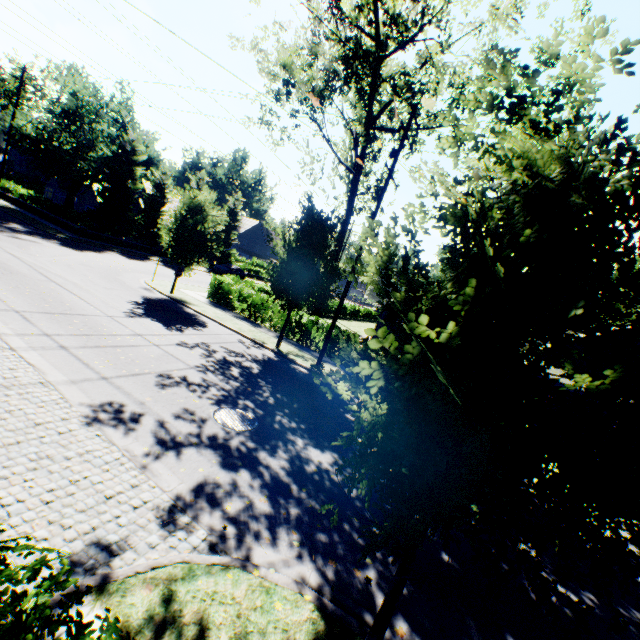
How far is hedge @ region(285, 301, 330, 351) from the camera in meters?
17.8

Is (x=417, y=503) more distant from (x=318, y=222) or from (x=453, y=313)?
(x=318, y=222)

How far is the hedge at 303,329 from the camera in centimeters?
1783cm

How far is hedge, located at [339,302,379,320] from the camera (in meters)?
43.12

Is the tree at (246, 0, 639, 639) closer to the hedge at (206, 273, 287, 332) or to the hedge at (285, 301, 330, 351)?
the hedge at (206, 273, 287, 332)

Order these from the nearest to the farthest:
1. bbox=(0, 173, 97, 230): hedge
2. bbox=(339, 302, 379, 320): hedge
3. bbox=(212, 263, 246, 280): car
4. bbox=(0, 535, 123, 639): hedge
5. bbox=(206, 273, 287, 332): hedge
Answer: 1. bbox=(0, 535, 123, 639): hedge
2. bbox=(206, 273, 287, 332): hedge
3. bbox=(0, 173, 97, 230): hedge
4. bbox=(212, 263, 246, 280): car
5. bbox=(339, 302, 379, 320): hedge

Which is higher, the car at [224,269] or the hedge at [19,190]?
the hedge at [19,190]

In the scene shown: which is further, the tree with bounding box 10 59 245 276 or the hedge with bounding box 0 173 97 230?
the hedge with bounding box 0 173 97 230
